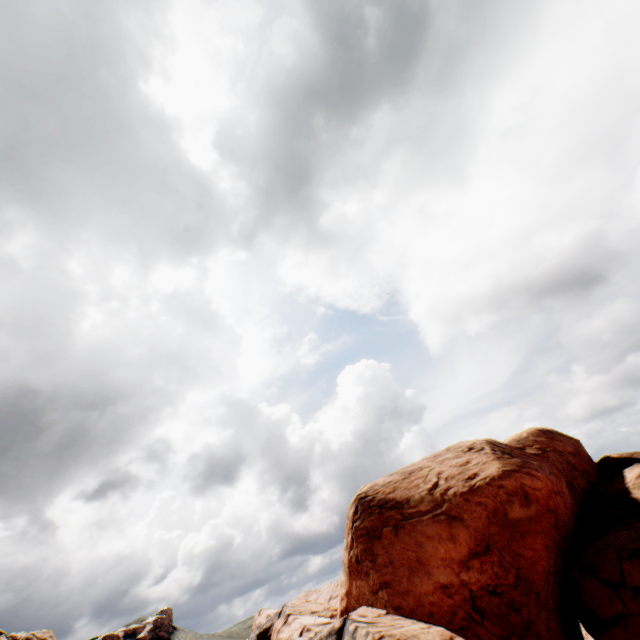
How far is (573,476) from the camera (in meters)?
19.34
